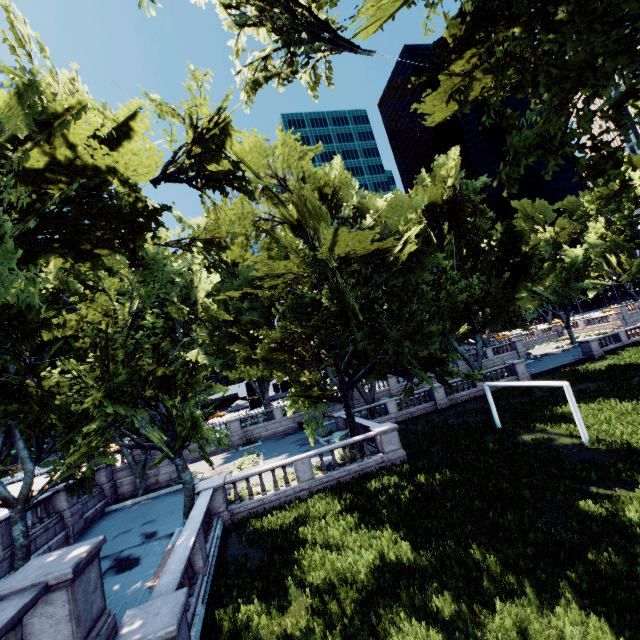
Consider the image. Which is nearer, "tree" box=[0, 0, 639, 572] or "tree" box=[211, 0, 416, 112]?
"tree" box=[0, 0, 639, 572]

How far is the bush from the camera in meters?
25.0 m

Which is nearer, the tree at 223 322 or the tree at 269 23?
the tree at 223 322

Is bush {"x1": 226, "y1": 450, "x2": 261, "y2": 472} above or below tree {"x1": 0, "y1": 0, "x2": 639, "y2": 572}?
below

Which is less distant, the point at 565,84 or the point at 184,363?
the point at 565,84

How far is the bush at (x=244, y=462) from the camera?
25.0m

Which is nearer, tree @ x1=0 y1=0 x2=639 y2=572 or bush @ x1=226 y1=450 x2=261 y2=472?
tree @ x1=0 y1=0 x2=639 y2=572
